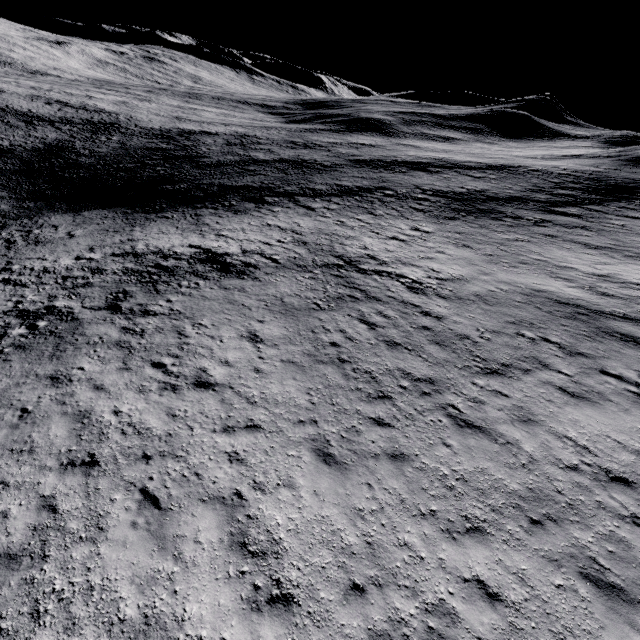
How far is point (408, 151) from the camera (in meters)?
56.62
